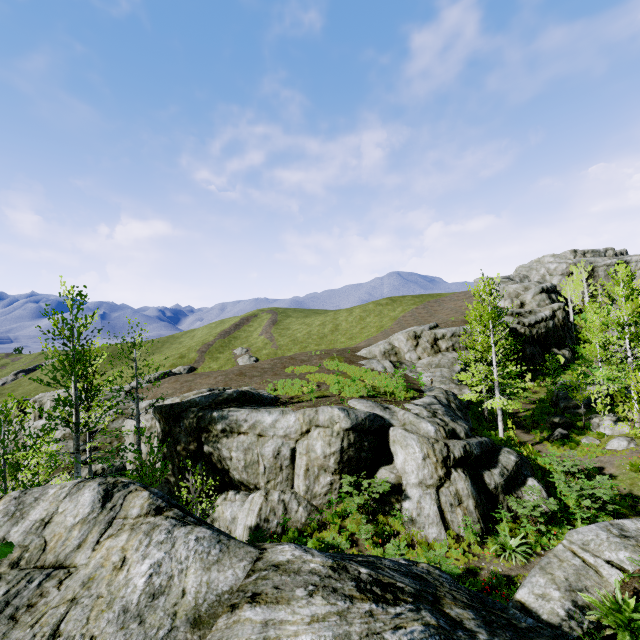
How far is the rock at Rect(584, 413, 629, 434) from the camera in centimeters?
1969cm

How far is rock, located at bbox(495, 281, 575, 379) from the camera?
35.97m

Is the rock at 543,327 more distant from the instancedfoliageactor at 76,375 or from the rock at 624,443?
the instancedfoliageactor at 76,375

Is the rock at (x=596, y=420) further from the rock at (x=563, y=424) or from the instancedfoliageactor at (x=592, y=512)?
the rock at (x=563, y=424)

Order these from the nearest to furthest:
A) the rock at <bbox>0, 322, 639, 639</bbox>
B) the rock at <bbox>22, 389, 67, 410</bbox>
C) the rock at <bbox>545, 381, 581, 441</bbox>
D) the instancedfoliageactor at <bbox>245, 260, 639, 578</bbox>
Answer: the rock at <bbox>0, 322, 639, 639</bbox>, the instancedfoliageactor at <bbox>245, 260, 639, 578</bbox>, the rock at <bbox>545, 381, 581, 441</bbox>, the rock at <bbox>22, 389, 67, 410</bbox>

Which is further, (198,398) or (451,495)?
(198,398)

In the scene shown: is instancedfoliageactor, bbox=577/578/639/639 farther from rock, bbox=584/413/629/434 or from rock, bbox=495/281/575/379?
rock, bbox=584/413/629/434

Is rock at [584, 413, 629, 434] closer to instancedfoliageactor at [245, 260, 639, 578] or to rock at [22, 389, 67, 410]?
instancedfoliageactor at [245, 260, 639, 578]
